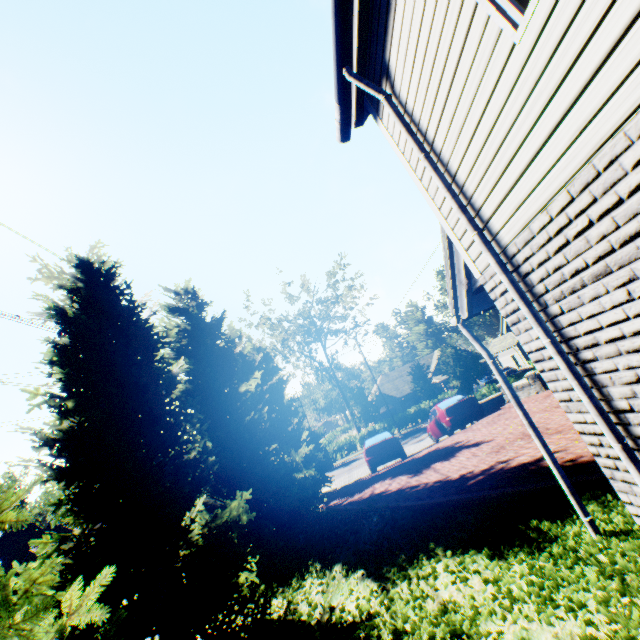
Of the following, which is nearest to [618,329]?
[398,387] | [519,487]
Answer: [519,487]

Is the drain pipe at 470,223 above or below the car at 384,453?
above

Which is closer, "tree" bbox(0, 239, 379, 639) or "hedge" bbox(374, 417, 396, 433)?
"tree" bbox(0, 239, 379, 639)

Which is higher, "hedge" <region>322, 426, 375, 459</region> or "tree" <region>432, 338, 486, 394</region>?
"tree" <region>432, 338, 486, 394</region>

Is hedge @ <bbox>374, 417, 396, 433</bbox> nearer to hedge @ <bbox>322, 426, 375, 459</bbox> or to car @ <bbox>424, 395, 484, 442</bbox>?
hedge @ <bbox>322, 426, 375, 459</bbox>

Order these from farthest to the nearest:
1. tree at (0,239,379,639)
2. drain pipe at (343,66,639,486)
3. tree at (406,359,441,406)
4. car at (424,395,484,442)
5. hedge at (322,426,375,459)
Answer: hedge at (322,426,375,459)
tree at (406,359,441,406)
car at (424,395,484,442)
tree at (0,239,379,639)
drain pipe at (343,66,639,486)

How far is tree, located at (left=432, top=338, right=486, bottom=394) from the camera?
26.0 meters

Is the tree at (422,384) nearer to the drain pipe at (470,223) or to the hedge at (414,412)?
the drain pipe at (470,223)
